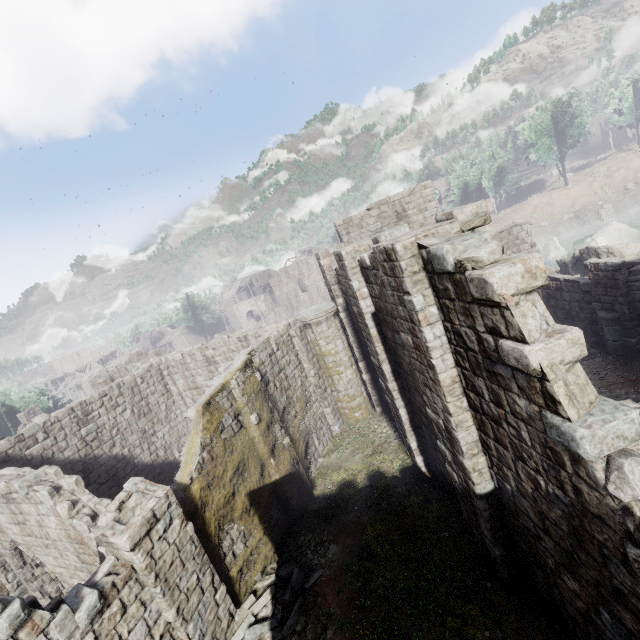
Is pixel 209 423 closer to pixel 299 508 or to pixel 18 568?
pixel 299 508

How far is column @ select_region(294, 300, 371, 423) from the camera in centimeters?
1547cm

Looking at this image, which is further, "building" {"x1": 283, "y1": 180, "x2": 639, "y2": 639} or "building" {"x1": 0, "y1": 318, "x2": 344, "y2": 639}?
"building" {"x1": 0, "y1": 318, "x2": 344, "y2": 639}

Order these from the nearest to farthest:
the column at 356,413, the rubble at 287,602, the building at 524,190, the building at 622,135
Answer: the rubble at 287,602, the column at 356,413, the building at 622,135, the building at 524,190

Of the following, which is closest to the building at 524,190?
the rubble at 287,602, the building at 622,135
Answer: the rubble at 287,602

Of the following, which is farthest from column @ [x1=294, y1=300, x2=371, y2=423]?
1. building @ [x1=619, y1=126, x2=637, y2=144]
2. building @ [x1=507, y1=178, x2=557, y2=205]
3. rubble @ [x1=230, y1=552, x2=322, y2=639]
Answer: building @ [x1=619, y1=126, x2=637, y2=144]

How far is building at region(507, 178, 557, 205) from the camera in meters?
56.4 m

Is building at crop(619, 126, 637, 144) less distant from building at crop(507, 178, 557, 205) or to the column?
building at crop(507, 178, 557, 205)
